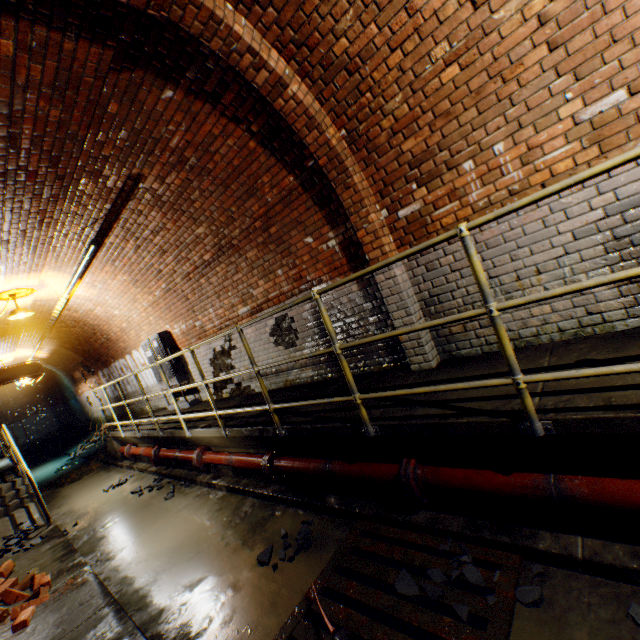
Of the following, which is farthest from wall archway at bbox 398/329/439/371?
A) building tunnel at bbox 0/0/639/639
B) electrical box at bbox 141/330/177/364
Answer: electrical box at bbox 141/330/177/364

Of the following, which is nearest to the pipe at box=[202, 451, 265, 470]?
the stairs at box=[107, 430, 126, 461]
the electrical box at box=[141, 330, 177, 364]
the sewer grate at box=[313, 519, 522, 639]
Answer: the sewer grate at box=[313, 519, 522, 639]

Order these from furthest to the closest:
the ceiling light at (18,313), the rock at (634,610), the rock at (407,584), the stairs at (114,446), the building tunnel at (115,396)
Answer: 1. the building tunnel at (115,396)
2. the stairs at (114,446)
3. the ceiling light at (18,313)
4. the rock at (407,584)
5. the rock at (634,610)

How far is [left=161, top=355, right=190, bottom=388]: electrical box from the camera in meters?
7.6

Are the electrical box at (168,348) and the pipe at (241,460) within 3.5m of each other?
yes

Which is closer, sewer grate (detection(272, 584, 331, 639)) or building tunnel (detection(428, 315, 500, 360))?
sewer grate (detection(272, 584, 331, 639))

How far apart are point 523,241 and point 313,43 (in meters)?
2.56

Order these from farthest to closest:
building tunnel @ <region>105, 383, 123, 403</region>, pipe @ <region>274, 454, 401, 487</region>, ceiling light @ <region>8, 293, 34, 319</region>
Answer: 1. building tunnel @ <region>105, 383, 123, 403</region>
2. ceiling light @ <region>8, 293, 34, 319</region>
3. pipe @ <region>274, 454, 401, 487</region>
